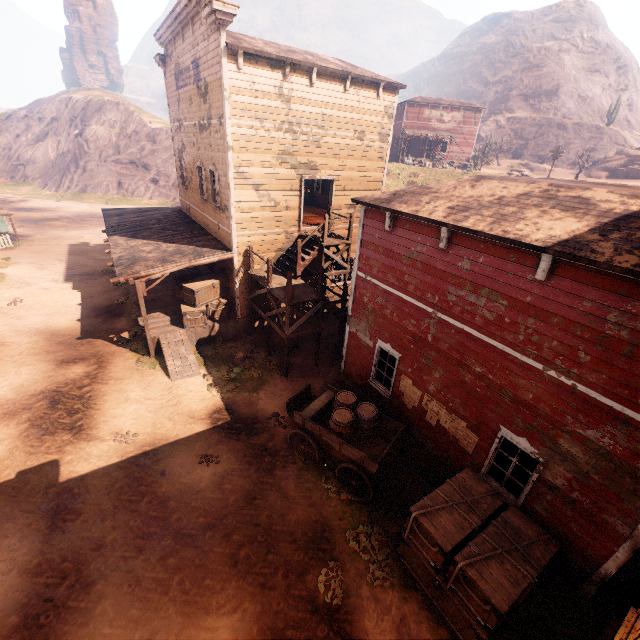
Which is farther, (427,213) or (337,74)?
(337,74)

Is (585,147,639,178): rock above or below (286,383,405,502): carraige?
above

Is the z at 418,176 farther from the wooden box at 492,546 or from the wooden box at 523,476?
the wooden box at 523,476

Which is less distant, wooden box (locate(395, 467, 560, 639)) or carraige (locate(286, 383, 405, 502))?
wooden box (locate(395, 467, 560, 639))

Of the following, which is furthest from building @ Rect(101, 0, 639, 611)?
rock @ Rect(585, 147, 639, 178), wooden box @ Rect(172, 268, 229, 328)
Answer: rock @ Rect(585, 147, 639, 178)

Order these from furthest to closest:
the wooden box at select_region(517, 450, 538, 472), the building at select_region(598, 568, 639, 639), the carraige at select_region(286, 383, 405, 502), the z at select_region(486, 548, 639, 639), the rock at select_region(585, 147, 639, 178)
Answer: the rock at select_region(585, 147, 639, 178) < the carraige at select_region(286, 383, 405, 502) < the wooden box at select_region(517, 450, 538, 472) < the z at select_region(486, 548, 639, 639) < the building at select_region(598, 568, 639, 639)

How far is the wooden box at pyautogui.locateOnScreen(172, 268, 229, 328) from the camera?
13.9 meters

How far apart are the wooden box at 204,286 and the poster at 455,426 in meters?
9.7
